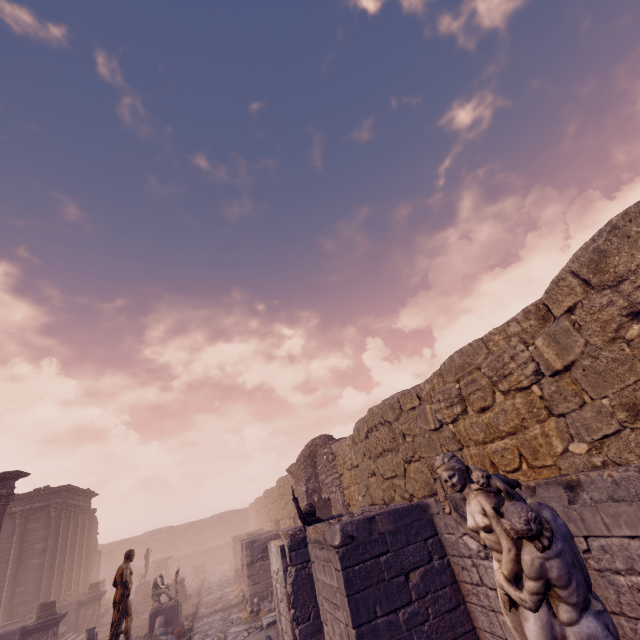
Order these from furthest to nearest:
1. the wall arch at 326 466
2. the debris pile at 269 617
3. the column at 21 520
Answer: the column at 21 520 → the wall arch at 326 466 → the debris pile at 269 617

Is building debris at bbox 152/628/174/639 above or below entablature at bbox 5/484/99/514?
below

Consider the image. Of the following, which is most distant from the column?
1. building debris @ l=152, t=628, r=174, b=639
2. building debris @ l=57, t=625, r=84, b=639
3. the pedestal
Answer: building debris @ l=152, t=628, r=174, b=639

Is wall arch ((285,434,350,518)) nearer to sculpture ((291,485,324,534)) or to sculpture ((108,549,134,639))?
sculpture ((291,485,324,534))

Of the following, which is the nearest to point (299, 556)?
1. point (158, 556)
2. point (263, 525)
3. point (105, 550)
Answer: point (263, 525)

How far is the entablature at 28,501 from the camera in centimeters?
2014cm

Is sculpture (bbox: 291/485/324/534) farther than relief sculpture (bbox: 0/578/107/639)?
No

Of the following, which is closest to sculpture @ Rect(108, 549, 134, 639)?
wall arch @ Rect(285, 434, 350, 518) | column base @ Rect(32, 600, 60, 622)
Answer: wall arch @ Rect(285, 434, 350, 518)
